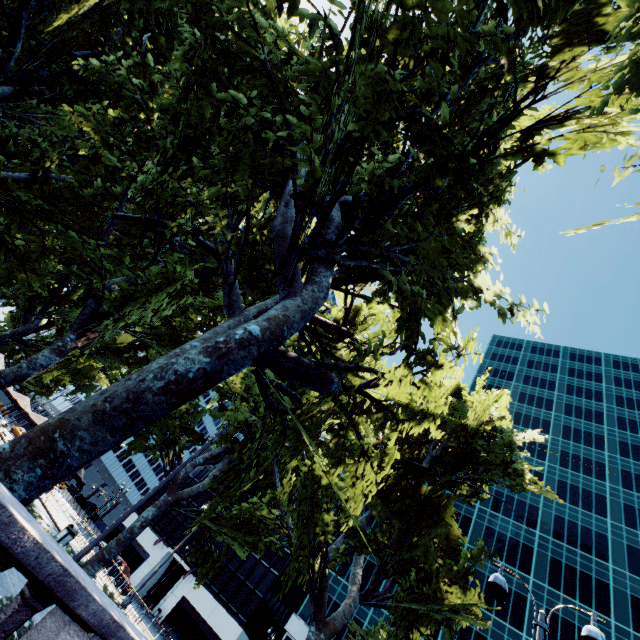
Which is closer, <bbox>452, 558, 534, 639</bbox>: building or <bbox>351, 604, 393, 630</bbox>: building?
<bbox>452, 558, 534, 639</bbox>: building

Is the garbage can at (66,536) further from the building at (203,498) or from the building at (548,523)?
the building at (203,498)

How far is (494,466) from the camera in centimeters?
1717cm

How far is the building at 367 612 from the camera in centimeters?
4038cm

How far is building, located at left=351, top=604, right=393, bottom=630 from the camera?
40.38m

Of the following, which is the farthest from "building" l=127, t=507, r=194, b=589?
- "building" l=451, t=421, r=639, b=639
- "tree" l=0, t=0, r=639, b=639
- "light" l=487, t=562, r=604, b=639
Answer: "light" l=487, t=562, r=604, b=639

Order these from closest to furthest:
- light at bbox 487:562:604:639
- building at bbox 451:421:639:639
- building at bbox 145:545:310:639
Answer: light at bbox 487:562:604:639 < building at bbox 451:421:639:639 < building at bbox 145:545:310:639

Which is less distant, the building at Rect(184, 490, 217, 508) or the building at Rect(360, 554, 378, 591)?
the building at Rect(360, 554, 378, 591)
